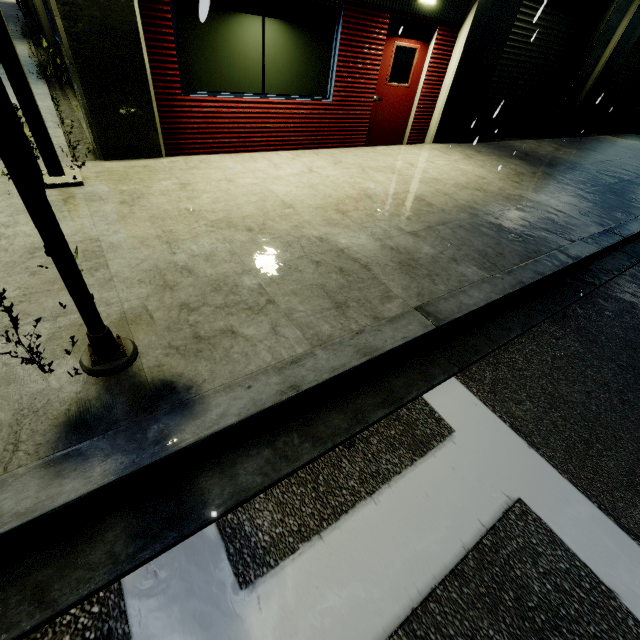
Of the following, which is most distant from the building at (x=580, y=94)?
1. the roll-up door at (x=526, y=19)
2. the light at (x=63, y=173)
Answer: the light at (x=63, y=173)

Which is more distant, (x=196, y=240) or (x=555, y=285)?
(x=555, y=285)

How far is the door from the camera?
6.9 meters

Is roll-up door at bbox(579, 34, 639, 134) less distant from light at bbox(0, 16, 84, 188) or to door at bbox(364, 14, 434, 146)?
door at bbox(364, 14, 434, 146)

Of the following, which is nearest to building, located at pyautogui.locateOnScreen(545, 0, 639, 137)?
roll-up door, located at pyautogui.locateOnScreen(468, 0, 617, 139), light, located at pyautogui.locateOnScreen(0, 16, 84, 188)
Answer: roll-up door, located at pyautogui.locateOnScreen(468, 0, 617, 139)

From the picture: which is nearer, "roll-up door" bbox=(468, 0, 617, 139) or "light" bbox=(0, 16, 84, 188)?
"light" bbox=(0, 16, 84, 188)

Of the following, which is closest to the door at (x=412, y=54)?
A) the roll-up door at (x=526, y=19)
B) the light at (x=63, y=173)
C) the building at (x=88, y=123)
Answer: the building at (x=88, y=123)

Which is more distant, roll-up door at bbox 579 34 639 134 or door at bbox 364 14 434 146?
roll-up door at bbox 579 34 639 134
